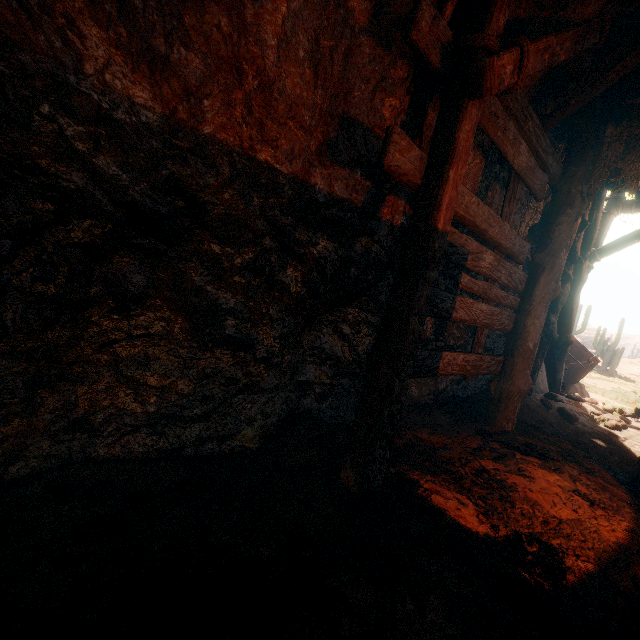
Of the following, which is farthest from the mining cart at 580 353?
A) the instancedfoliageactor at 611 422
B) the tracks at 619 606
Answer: the instancedfoliageactor at 611 422

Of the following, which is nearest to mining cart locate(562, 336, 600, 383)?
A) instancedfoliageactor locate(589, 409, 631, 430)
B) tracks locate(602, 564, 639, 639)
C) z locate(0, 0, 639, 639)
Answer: z locate(0, 0, 639, 639)

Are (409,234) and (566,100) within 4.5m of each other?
yes

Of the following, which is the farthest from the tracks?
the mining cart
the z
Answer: the mining cart

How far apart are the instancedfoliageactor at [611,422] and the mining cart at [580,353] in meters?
2.1 m

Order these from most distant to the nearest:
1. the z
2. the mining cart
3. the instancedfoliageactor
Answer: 1. the mining cart
2. the instancedfoliageactor
3. the z

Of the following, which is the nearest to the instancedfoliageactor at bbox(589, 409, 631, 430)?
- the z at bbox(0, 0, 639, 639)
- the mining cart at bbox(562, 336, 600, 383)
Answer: the z at bbox(0, 0, 639, 639)

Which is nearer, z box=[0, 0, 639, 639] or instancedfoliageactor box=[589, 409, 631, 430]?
z box=[0, 0, 639, 639]
